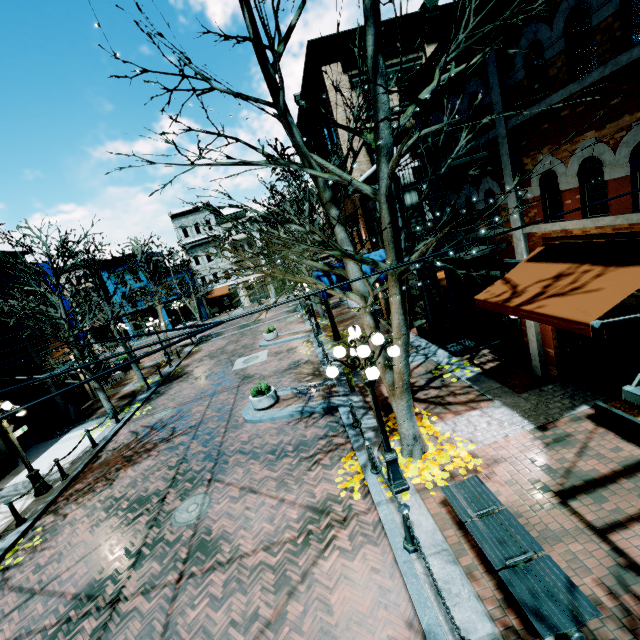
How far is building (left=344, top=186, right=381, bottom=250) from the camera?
15.9m

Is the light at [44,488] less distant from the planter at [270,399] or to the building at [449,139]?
the building at [449,139]

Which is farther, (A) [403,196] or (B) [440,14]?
(B) [440,14]

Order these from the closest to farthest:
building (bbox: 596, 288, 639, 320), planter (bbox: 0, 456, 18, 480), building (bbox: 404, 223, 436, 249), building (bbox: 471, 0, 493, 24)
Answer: building (bbox: 596, 288, 639, 320) → building (bbox: 471, 0, 493, 24) → building (bbox: 404, 223, 436, 249) → planter (bbox: 0, 456, 18, 480)

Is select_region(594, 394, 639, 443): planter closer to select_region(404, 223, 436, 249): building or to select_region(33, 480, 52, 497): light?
select_region(404, 223, 436, 249): building

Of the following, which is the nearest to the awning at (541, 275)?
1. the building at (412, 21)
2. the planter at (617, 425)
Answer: the building at (412, 21)

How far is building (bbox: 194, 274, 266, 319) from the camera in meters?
43.5 m

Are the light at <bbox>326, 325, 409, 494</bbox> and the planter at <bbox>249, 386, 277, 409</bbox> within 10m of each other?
yes
